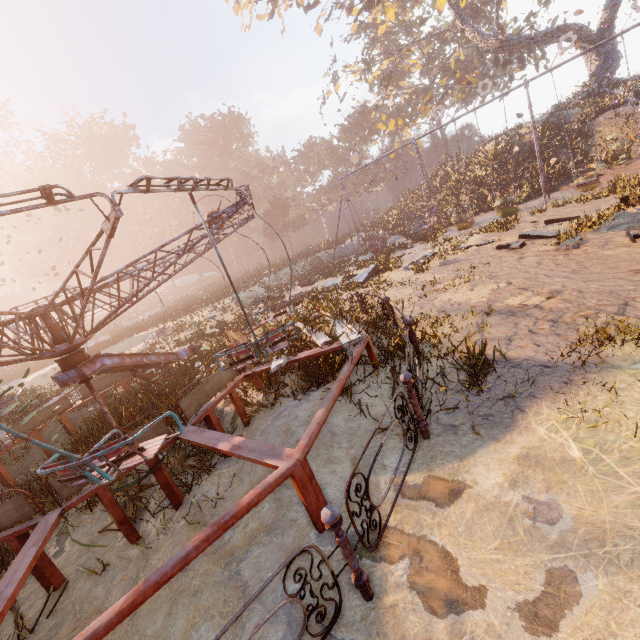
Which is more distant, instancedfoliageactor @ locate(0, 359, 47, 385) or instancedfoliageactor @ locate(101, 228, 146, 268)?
instancedfoliageactor @ locate(101, 228, 146, 268)

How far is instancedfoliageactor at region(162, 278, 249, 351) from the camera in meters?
14.9

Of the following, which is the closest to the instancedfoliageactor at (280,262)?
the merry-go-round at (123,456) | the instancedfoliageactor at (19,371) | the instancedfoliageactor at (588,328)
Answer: the instancedfoliageactor at (19,371)

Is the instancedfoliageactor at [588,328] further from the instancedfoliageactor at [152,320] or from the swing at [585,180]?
the instancedfoliageactor at [152,320]

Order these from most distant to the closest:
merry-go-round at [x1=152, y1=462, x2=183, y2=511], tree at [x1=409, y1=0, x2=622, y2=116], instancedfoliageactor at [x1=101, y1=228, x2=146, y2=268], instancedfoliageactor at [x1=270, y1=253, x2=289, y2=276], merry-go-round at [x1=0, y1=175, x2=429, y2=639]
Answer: instancedfoliageactor at [x1=101, y1=228, x2=146, y2=268] → instancedfoliageactor at [x1=270, y1=253, x2=289, y2=276] → tree at [x1=409, y1=0, x2=622, y2=116] → merry-go-round at [x1=152, y1=462, x2=183, y2=511] → merry-go-round at [x1=0, y1=175, x2=429, y2=639]

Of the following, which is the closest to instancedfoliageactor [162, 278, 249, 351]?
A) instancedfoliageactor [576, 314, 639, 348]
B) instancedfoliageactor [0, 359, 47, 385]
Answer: instancedfoliageactor [0, 359, 47, 385]

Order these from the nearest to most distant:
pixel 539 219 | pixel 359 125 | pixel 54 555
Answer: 1. pixel 54 555
2. pixel 539 219
3. pixel 359 125
